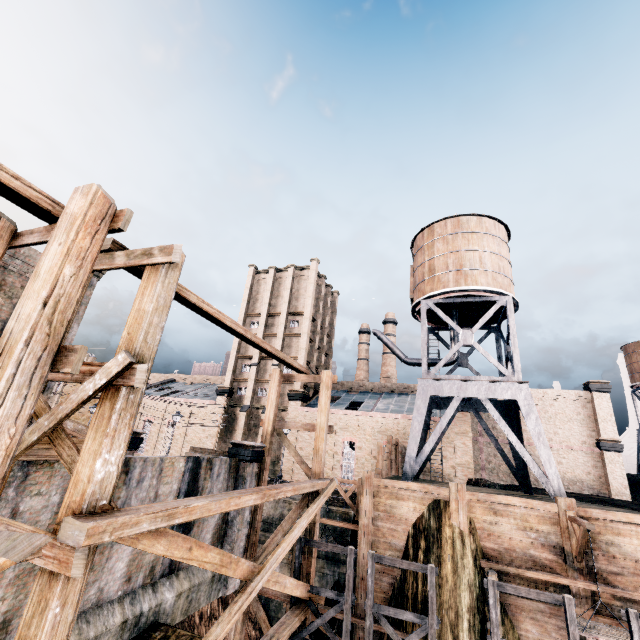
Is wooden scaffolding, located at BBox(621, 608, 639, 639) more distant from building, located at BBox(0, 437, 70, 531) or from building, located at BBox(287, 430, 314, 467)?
building, located at BBox(287, 430, 314, 467)

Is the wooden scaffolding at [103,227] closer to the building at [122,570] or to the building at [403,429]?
the building at [122,570]

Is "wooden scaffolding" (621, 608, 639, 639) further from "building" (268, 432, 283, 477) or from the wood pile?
"building" (268, 432, 283, 477)

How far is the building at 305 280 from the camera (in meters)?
44.25

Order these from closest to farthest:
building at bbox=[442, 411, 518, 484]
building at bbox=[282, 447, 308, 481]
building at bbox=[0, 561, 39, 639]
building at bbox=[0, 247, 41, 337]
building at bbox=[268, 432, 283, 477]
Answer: building at bbox=[0, 561, 39, 639] → building at bbox=[0, 247, 41, 337] → building at bbox=[442, 411, 518, 484] → building at bbox=[282, 447, 308, 481] → building at bbox=[268, 432, 283, 477]

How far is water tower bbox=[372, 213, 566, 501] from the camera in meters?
20.1

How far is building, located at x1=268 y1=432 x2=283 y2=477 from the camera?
37.72m

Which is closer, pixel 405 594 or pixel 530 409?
pixel 405 594
